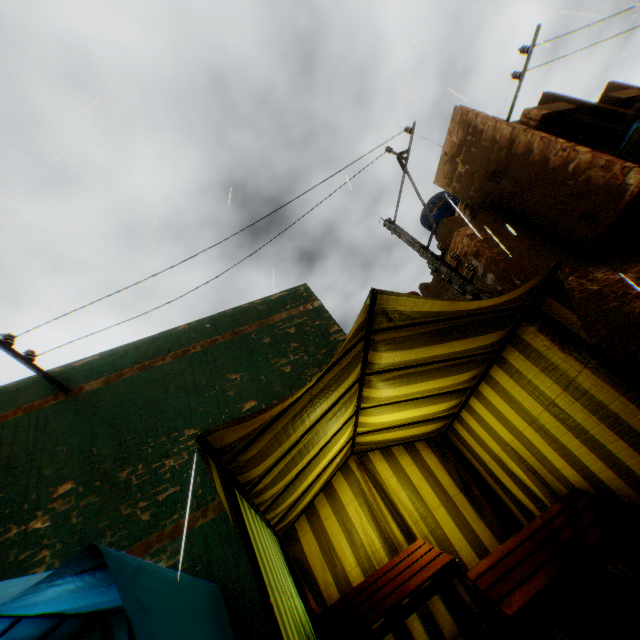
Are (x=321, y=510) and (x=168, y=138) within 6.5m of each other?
Result: no

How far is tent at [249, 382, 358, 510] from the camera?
2.50m

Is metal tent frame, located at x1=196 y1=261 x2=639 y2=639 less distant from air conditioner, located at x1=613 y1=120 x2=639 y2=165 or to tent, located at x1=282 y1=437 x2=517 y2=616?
tent, located at x1=282 y1=437 x2=517 y2=616

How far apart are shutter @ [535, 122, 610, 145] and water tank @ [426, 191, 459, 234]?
3.61m

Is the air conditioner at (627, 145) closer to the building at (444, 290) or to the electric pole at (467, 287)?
the building at (444, 290)

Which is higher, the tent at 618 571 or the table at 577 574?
the table at 577 574

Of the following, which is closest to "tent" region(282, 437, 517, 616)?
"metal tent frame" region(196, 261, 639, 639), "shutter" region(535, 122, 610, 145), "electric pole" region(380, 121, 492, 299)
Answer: "metal tent frame" region(196, 261, 639, 639)

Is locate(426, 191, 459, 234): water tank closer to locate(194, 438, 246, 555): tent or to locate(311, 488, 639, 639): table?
locate(194, 438, 246, 555): tent
